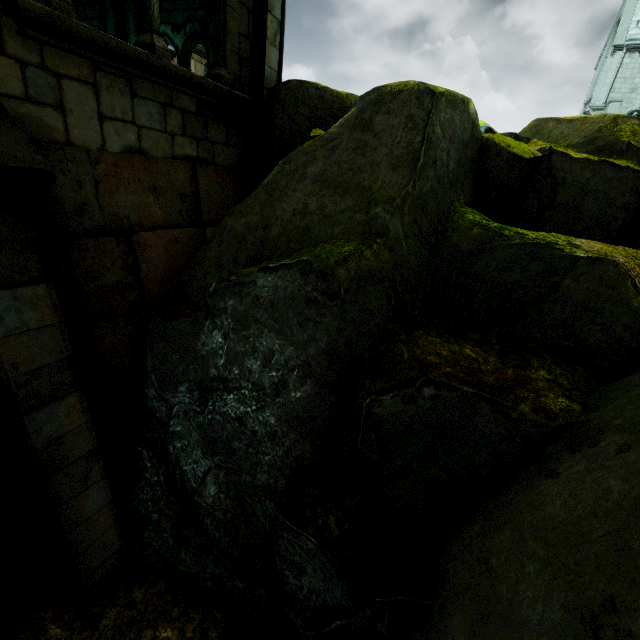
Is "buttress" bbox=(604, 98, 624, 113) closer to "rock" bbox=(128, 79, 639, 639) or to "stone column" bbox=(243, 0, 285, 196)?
"rock" bbox=(128, 79, 639, 639)

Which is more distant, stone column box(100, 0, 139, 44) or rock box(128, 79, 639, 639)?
stone column box(100, 0, 139, 44)

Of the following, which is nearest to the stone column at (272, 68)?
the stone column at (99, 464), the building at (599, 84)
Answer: the stone column at (99, 464)

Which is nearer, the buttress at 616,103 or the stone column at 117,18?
the stone column at 117,18

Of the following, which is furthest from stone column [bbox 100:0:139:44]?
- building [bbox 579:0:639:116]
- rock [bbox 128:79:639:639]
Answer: building [bbox 579:0:639:116]

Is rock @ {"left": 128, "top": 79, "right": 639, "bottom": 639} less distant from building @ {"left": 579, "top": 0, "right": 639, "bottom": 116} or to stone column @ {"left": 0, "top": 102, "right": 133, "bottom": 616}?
stone column @ {"left": 0, "top": 102, "right": 133, "bottom": 616}

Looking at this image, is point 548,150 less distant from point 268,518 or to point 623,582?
point 623,582

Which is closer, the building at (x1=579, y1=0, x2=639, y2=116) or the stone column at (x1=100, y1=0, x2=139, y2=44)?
the stone column at (x1=100, y1=0, x2=139, y2=44)
